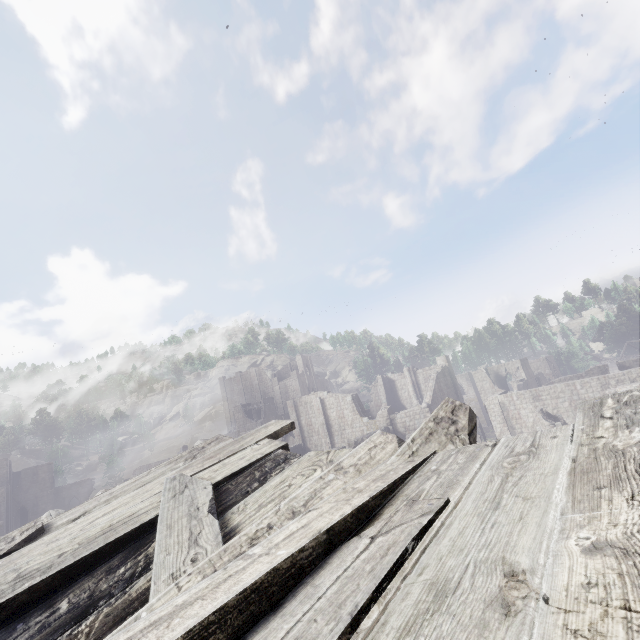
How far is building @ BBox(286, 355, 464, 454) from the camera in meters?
34.7 m

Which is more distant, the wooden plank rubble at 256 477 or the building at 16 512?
the building at 16 512

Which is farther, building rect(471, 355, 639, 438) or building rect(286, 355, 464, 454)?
building rect(286, 355, 464, 454)

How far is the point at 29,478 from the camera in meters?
55.2 m

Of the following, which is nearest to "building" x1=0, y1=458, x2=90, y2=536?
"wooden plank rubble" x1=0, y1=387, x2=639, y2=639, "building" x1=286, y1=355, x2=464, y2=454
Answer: "building" x1=286, y1=355, x2=464, y2=454

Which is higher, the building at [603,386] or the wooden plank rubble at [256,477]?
Result: the wooden plank rubble at [256,477]

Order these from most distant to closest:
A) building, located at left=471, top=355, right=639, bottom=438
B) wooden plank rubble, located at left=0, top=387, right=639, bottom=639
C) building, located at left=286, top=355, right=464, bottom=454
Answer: building, located at left=286, top=355, right=464, bottom=454 < building, located at left=471, top=355, right=639, bottom=438 < wooden plank rubble, located at left=0, top=387, right=639, bottom=639

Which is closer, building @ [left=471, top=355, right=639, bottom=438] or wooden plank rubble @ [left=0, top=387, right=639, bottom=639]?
wooden plank rubble @ [left=0, top=387, right=639, bottom=639]
